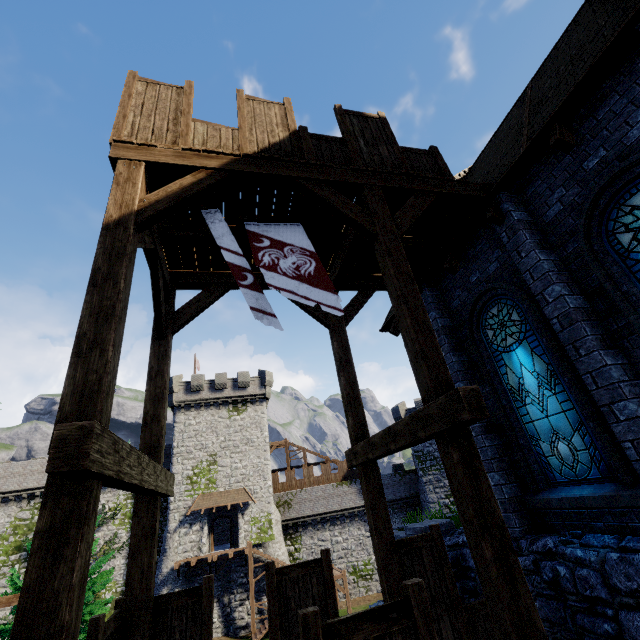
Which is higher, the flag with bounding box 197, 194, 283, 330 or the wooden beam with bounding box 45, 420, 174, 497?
the flag with bounding box 197, 194, 283, 330

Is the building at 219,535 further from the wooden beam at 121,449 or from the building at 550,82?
the wooden beam at 121,449

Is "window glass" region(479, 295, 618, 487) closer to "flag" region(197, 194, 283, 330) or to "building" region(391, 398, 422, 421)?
"flag" region(197, 194, 283, 330)

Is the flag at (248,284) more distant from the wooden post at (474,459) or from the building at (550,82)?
the building at (550,82)

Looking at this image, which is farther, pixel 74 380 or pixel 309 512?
pixel 309 512

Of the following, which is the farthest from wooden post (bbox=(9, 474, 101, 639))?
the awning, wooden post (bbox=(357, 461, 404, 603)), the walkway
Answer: the awning

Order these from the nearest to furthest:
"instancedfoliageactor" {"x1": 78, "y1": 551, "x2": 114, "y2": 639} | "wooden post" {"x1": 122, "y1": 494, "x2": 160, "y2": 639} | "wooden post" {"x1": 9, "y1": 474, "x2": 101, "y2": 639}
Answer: "wooden post" {"x1": 9, "y1": 474, "x2": 101, "y2": 639} → "wooden post" {"x1": 122, "y1": 494, "x2": 160, "y2": 639} → "instancedfoliageactor" {"x1": 78, "y1": 551, "x2": 114, "y2": 639}

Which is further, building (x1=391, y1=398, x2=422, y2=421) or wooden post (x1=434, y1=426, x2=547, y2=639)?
building (x1=391, y1=398, x2=422, y2=421)
